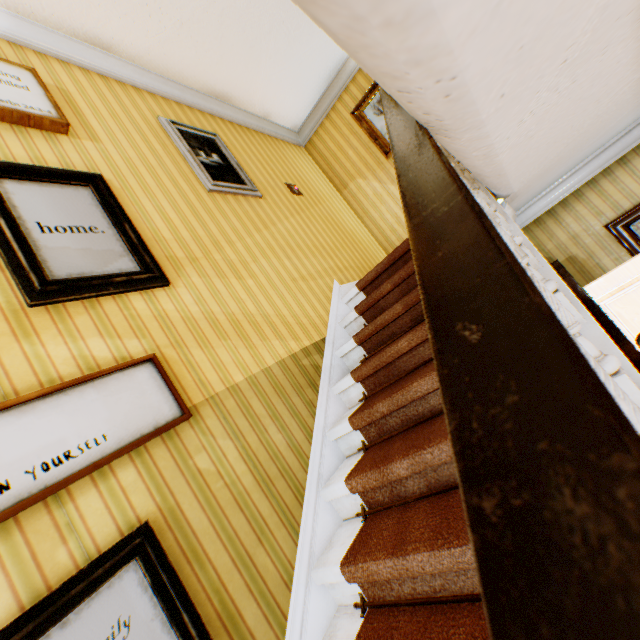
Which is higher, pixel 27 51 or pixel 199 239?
pixel 27 51

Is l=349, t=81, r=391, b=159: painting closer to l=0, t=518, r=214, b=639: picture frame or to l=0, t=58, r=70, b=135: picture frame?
l=0, t=58, r=70, b=135: picture frame

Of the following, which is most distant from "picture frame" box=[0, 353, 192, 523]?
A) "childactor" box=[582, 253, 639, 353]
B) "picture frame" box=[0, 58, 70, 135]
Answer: "childactor" box=[582, 253, 639, 353]

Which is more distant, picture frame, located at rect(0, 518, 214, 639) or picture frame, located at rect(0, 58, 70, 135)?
picture frame, located at rect(0, 58, 70, 135)

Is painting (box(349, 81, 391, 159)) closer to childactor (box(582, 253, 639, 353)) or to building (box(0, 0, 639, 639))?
building (box(0, 0, 639, 639))

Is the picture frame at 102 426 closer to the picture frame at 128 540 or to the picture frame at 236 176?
the picture frame at 128 540

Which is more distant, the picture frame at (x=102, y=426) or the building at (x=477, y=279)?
the picture frame at (x=102, y=426)
